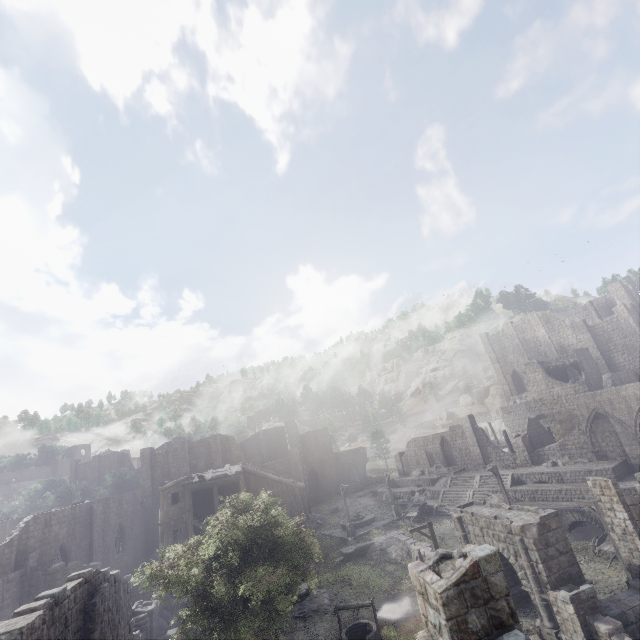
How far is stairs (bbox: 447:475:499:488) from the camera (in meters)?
33.70

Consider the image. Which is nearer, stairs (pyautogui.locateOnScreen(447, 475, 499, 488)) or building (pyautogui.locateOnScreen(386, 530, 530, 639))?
building (pyautogui.locateOnScreen(386, 530, 530, 639))

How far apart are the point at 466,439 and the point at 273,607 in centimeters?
3556cm

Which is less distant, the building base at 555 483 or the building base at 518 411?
the building base at 555 483

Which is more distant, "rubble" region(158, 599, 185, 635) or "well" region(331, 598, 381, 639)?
"rubble" region(158, 599, 185, 635)

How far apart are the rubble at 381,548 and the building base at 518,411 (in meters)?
32.76

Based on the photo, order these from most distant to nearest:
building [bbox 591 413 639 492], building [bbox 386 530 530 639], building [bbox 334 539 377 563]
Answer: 1. building [bbox 334 539 377 563]
2. building [bbox 591 413 639 492]
3. building [bbox 386 530 530 639]
